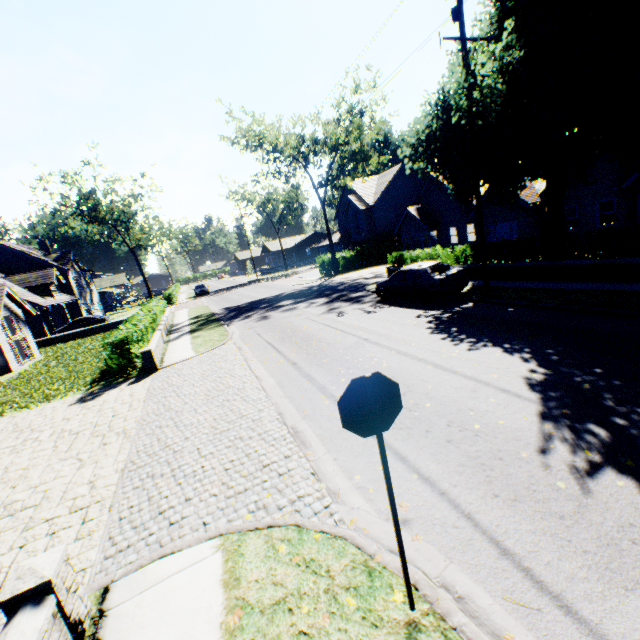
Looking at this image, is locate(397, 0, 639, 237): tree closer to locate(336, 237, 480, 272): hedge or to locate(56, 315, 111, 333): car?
locate(336, 237, 480, 272): hedge

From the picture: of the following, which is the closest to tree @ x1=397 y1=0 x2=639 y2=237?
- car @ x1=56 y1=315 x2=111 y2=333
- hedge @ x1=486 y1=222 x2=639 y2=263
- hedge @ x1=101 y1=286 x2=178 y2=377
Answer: hedge @ x1=486 y1=222 x2=639 y2=263

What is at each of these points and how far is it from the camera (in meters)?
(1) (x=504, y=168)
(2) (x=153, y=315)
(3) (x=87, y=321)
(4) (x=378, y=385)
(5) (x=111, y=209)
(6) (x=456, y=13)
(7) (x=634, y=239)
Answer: (1) tree, 12.97
(2) hedge, 22.45
(3) car, 31.61
(4) sign, 2.51
(5) tree, 47.69
(6) power line pole, 10.91
(7) hedge, 10.86

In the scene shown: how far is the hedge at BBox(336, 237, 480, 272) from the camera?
A: 17.6m

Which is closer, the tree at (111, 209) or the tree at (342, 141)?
the tree at (342, 141)

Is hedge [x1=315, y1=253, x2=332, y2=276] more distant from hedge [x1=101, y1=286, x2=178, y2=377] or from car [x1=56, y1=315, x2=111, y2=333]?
car [x1=56, y1=315, x2=111, y2=333]

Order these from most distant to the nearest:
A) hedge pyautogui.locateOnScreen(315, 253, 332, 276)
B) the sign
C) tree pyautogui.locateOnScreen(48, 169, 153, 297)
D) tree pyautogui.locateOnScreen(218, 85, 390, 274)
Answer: tree pyautogui.locateOnScreen(48, 169, 153, 297)
hedge pyautogui.locateOnScreen(315, 253, 332, 276)
tree pyautogui.locateOnScreen(218, 85, 390, 274)
the sign

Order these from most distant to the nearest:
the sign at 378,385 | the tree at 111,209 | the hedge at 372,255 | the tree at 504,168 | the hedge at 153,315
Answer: the tree at 111,209 → the hedge at 372,255 → the hedge at 153,315 → the tree at 504,168 → the sign at 378,385
